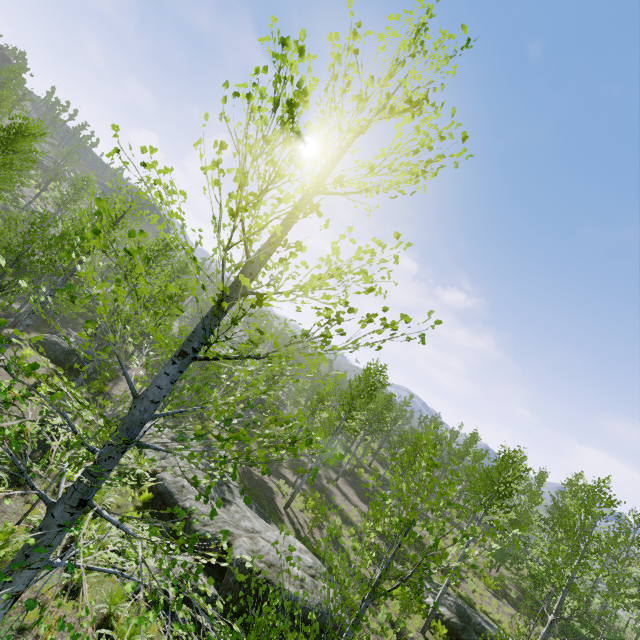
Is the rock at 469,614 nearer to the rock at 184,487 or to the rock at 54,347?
the rock at 184,487

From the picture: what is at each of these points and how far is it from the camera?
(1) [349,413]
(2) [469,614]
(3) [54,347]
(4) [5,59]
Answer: (1) instancedfoliageactor, 18.2 meters
(2) rock, 15.1 meters
(3) rock, 20.0 meters
(4) rock, 55.4 meters

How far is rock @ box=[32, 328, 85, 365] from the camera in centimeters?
1964cm

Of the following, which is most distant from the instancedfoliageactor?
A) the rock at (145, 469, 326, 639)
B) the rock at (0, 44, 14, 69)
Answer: the rock at (0, 44, 14, 69)

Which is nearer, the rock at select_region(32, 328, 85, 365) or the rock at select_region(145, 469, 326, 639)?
the rock at select_region(145, 469, 326, 639)

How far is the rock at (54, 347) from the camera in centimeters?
1964cm

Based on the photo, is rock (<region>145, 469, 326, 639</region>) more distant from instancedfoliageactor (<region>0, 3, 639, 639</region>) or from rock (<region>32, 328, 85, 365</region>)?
rock (<region>32, 328, 85, 365</region>)

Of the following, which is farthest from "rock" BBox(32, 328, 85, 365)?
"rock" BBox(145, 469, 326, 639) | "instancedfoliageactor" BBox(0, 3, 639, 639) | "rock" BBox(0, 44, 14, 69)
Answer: "rock" BBox(0, 44, 14, 69)
